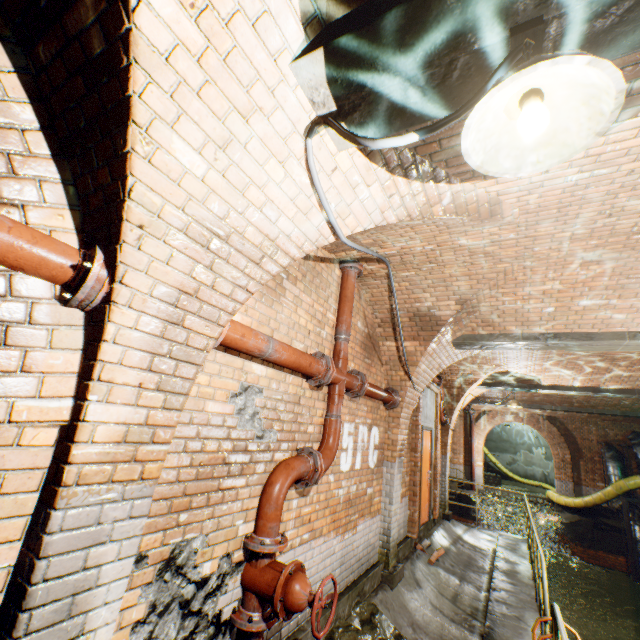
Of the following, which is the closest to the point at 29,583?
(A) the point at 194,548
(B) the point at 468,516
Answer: (A) the point at 194,548

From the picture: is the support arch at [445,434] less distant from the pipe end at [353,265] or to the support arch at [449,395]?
the support arch at [449,395]

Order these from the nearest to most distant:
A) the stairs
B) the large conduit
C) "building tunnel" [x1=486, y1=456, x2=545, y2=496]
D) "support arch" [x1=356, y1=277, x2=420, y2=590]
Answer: "support arch" [x1=356, y1=277, x2=420, y2=590]
the large conduit
the stairs
"building tunnel" [x1=486, y1=456, x2=545, y2=496]

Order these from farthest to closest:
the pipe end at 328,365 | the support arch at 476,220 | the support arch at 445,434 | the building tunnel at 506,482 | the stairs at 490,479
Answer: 1. the building tunnel at 506,482
2. the stairs at 490,479
3. the support arch at 445,434
4. the pipe end at 328,365
5. the support arch at 476,220

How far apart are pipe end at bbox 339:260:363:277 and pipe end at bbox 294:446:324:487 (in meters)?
2.27

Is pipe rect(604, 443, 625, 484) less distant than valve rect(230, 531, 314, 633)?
No

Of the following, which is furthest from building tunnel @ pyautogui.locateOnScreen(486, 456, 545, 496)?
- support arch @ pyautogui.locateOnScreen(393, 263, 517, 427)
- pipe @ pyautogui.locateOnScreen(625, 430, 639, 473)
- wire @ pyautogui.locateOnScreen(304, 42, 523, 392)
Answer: support arch @ pyautogui.locateOnScreen(393, 263, 517, 427)

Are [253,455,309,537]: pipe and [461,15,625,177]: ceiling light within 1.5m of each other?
no
